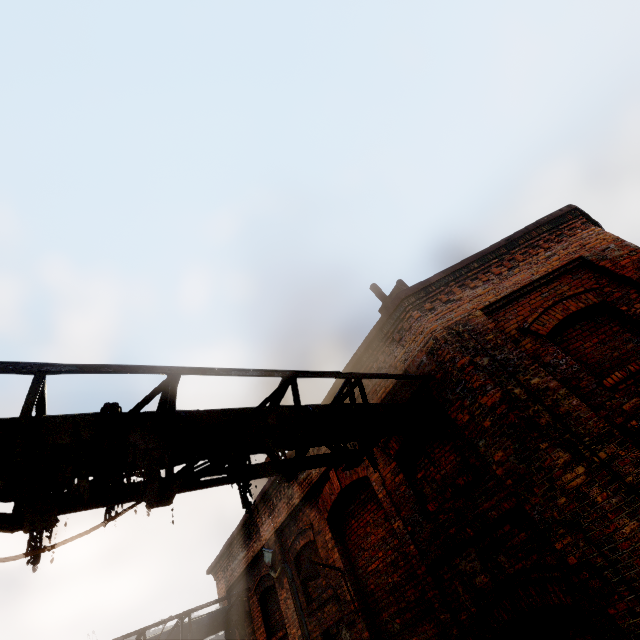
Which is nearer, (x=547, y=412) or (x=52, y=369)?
(x=52, y=369)

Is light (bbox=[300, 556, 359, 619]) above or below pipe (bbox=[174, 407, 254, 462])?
below

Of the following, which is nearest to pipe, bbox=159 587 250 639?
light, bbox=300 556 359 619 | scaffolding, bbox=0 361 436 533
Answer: scaffolding, bbox=0 361 436 533

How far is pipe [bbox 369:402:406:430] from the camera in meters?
4.7

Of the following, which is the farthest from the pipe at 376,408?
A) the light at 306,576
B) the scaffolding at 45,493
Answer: the light at 306,576

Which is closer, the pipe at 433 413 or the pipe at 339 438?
the pipe at 339 438

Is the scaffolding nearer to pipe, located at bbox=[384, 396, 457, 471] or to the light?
pipe, located at bbox=[384, 396, 457, 471]

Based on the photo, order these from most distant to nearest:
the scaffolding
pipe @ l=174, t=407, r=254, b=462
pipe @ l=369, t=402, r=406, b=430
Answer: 1. pipe @ l=369, t=402, r=406, b=430
2. pipe @ l=174, t=407, r=254, b=462
3. the scaffolding
